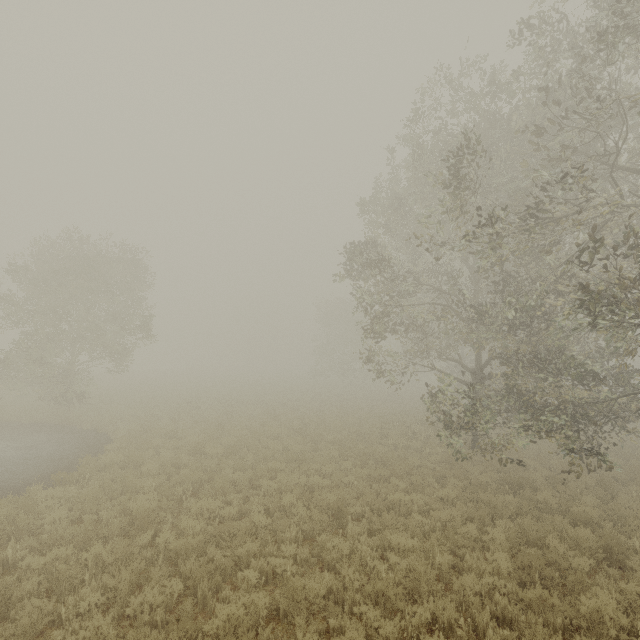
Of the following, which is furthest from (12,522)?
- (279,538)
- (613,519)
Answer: (613,519)
